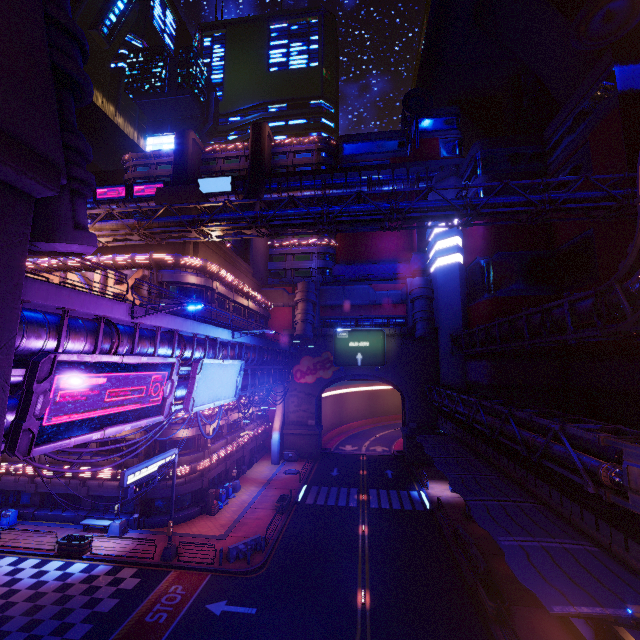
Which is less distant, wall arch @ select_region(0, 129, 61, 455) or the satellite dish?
wall arch @ select_region(0, 129, 61, 455)

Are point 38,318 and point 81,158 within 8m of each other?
yes

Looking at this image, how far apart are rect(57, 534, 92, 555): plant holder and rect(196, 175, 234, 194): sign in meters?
51.9

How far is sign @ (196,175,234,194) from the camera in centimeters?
5803cm

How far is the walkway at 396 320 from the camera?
49.5m

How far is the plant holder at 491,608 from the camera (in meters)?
16.72

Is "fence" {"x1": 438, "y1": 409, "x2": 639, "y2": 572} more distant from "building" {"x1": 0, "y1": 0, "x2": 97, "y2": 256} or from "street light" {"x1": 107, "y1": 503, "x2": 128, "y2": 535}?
"street light" {"x1": 107, "y1": 503, "x2": 128, "y2": 535}

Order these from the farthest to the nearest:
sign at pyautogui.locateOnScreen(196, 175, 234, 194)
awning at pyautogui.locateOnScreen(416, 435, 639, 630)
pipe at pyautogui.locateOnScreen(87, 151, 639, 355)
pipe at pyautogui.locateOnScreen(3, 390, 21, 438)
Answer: sign at pyautogui.locateOnScreen(196, 175, 234, 194)
pipe at pyautogui.locateOnScreen(87, 151, 639, 355)
awning at pyautogui.locateOnScreen(416, 435, 639, 630)
pipe at pyautogui.locateOnScreen(3, 390, 21, 438)
